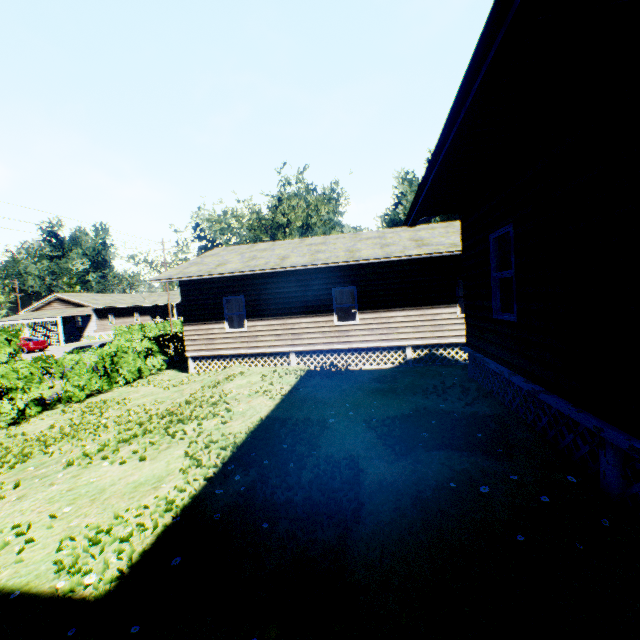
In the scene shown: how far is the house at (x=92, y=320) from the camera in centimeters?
4288cm

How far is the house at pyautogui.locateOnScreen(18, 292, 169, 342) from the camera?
42.9m

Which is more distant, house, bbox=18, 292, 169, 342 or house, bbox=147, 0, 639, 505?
house, bbox=18, 292, 169, 342

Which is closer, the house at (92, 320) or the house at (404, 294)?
the house at (404, 294)

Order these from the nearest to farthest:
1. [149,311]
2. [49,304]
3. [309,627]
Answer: [309,627]
[49,304]
[149,311]
